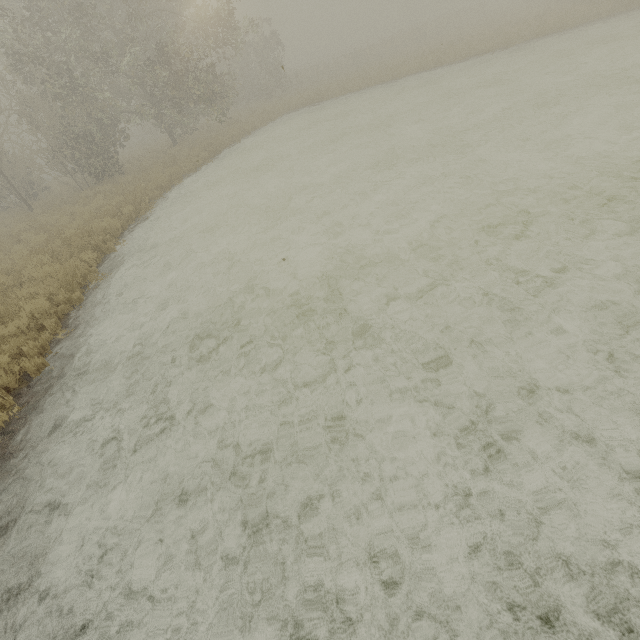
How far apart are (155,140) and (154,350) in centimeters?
3356cm
